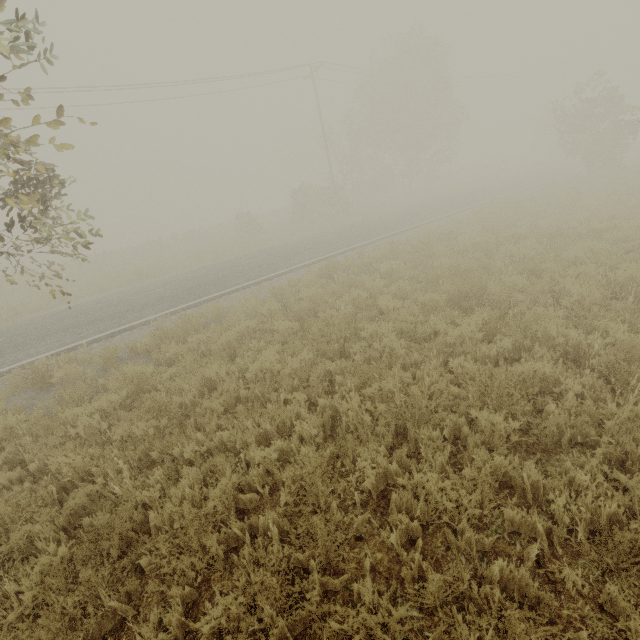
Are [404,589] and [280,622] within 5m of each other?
yes
